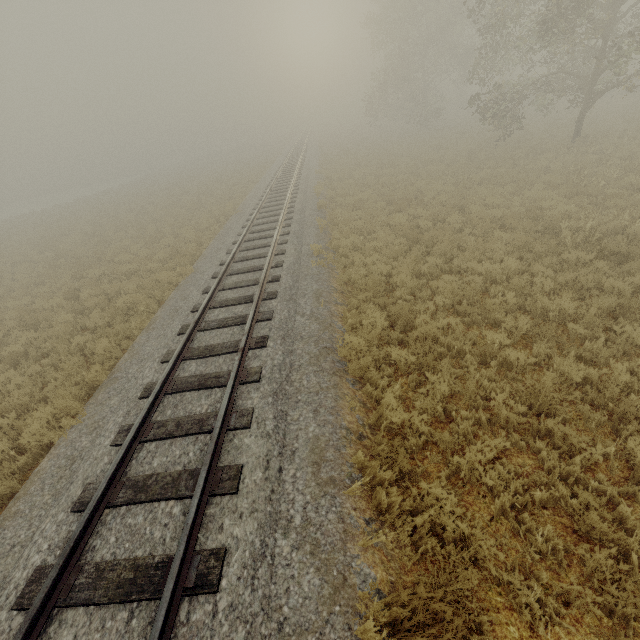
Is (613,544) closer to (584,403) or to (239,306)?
(584,403)
